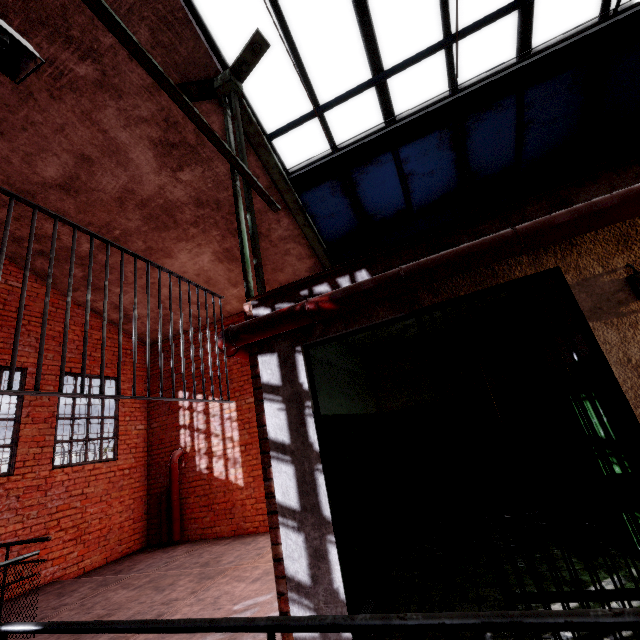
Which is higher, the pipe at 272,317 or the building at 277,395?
the pipe at 272,317

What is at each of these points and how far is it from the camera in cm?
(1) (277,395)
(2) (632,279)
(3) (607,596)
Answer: (1) building, 288
(2) light fixture, 207
(3) metal bar, 180

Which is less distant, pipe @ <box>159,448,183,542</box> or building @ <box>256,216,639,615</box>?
building @ <box>256,216,639,615</box>

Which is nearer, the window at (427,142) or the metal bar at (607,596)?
the metal bar at (607,596)

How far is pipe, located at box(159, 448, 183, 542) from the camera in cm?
712

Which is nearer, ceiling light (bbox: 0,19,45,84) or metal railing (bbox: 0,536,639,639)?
metal railing (bbox: 0,536,639,639)

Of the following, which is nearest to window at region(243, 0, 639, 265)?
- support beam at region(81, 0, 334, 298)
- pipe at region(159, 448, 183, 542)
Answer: support beam at region(81, 0, 334, 298)

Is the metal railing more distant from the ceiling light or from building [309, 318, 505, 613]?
the ceiling light
